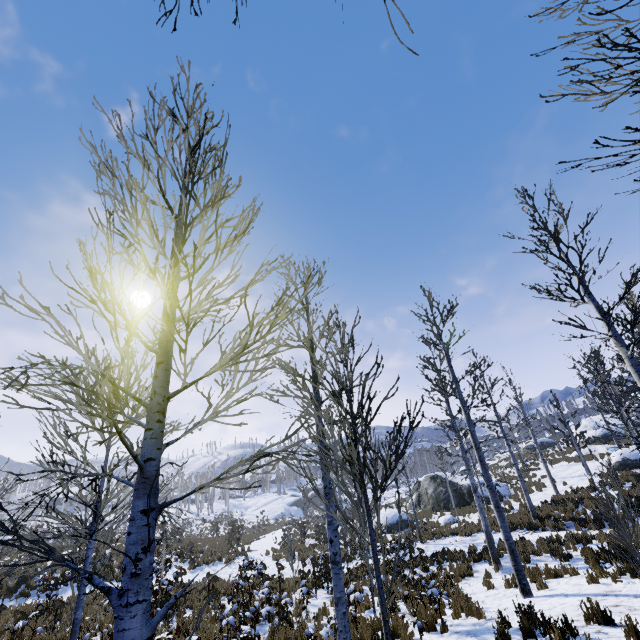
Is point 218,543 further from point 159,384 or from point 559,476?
point 159,384

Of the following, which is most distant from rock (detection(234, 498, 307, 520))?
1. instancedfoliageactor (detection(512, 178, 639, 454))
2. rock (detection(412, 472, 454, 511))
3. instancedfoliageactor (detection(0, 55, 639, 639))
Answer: instancedfoliageactor (detection(512, 178, 639, 454))

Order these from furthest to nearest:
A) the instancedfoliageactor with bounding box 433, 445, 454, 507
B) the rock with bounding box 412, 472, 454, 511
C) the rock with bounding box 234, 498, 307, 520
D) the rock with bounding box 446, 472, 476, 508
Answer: the rock with bounding box 234, 498, 307, 520 → the rock with bounding box 412, 472, 454, 511 → the rock with bounding box 446, 472, 476, 508 → the instancedfoliageactor with bounding box 433, 445, 454, 507

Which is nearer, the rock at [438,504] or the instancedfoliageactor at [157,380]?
the instancedfoliageactor at [157,380]

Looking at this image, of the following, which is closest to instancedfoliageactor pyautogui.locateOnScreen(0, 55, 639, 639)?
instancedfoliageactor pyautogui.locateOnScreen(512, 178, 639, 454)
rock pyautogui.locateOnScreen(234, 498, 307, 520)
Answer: instancedfoliageactor pyautogui.locateOnScreen(512, 178, 639, 454)

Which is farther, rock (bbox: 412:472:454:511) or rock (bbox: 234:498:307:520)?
rock (bbox: 234:498:307:520)

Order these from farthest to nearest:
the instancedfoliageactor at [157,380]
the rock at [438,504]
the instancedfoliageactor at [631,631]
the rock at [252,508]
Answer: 1. the rock at [252,508]
2. the rock at [438,504]
3. the instancedfoliageactor at [631,631]
4. the instancedfoliageactor at [157,380]

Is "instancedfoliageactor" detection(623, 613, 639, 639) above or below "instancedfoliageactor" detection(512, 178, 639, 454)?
below
